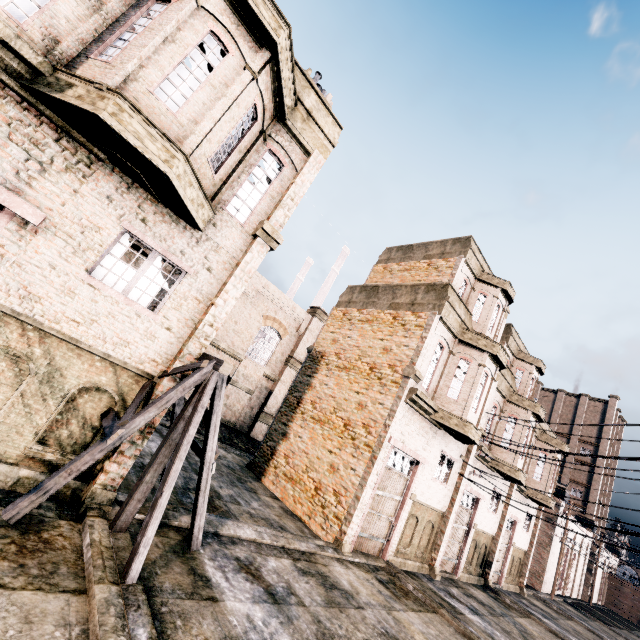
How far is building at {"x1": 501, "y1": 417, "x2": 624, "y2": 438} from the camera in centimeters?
2065cm

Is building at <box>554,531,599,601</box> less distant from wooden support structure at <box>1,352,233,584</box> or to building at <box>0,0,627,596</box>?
wooden support structure at <box>1,352,233,584</box>

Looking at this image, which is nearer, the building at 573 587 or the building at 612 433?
the building at 612 433

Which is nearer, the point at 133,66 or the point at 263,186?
the point at 133,66

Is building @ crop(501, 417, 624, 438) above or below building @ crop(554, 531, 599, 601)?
above

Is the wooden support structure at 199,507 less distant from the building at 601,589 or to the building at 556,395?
the building at 556,395
